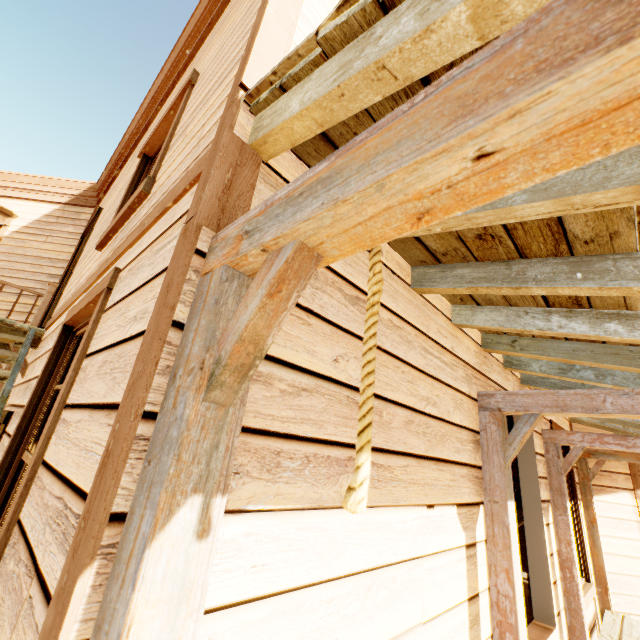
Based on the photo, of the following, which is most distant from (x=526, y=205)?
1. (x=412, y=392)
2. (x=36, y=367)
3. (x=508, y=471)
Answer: (x=36, y=367)

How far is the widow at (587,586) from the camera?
4.7m

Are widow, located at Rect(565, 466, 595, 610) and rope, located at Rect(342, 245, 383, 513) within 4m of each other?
no

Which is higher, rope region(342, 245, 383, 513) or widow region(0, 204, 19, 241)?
widow region(0, 204, 19, 241)

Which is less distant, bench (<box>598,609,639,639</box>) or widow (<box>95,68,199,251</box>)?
widow (<box>95,68,199,251</box>)

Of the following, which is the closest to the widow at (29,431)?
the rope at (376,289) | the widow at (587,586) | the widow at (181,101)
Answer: the widow at (181,101)

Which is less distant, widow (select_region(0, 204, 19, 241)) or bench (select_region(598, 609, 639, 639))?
bench (select_region(598, 609, 639, 639))

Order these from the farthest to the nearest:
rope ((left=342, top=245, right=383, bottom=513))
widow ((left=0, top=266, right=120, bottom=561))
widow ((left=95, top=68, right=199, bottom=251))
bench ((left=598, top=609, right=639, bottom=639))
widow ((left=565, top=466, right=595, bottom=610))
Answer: widow ((left=565, top=466, right=595, bottom=610))
bench ((left=598, top=609, right=639, bottom=639))
widow ((left=95, top=68, right=199, bottom=251))
widow ((left=0, top=266, right=120, bottom=561))
rope ((left=342, top=245, right=383, bottom=513))
